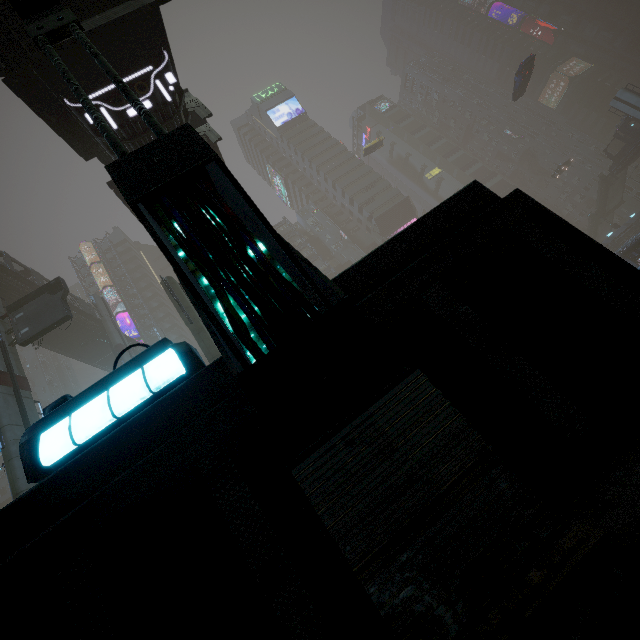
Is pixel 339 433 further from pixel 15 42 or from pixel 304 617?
pixel 15 42

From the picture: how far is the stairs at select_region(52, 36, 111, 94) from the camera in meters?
8.8 m

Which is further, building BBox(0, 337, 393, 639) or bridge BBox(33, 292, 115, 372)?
bridge BBox(33, 292, 115, 372)

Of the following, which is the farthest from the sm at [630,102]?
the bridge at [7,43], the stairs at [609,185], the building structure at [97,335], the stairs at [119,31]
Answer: the bridge at [7,43]

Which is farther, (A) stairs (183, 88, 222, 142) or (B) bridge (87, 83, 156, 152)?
(A) stairs (183, 88, 222, 142)

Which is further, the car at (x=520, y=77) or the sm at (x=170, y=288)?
the car at (x=520, y=77)

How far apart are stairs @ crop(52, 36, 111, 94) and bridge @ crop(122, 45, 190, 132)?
0.0m
